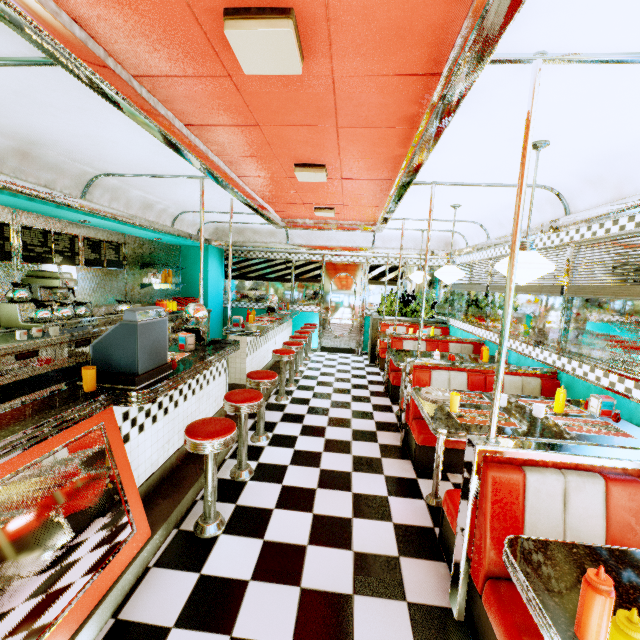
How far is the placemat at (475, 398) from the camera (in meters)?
2.96

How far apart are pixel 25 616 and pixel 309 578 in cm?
147

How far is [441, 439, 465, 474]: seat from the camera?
3.32m

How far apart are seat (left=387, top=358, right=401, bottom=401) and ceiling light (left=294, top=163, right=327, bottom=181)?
3.1m

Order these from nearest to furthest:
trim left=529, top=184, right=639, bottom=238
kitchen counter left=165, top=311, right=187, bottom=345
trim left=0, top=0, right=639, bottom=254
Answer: trim left=0, top=0, right=639, bottom=254 → trim left=529, top=184, right=639, bottom=238 → kitchen counter left=165, top=311, right=187, bottom=345

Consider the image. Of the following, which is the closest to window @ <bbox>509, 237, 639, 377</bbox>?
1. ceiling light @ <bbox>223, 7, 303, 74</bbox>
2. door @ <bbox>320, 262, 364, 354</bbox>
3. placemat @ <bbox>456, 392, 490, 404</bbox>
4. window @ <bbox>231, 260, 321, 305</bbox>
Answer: placemat @ <bbox>456, 392, 490, 404</bbox>

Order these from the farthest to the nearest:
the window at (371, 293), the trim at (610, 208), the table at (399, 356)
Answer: the window at (371, 293), the table at (399, 356), the trim at (610, 208)

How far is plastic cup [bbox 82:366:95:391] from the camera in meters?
2.1
